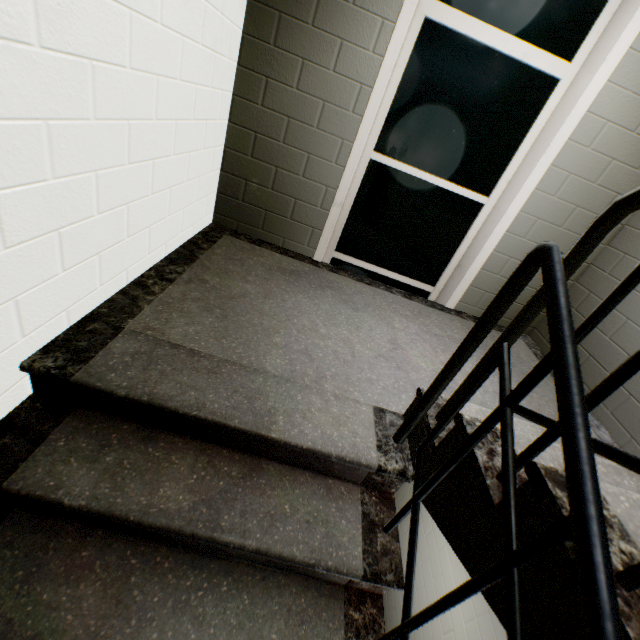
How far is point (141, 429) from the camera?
1.24m

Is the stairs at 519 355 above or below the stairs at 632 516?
below

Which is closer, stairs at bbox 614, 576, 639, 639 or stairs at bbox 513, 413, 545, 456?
stairs at bbox 614, 576, 639, 639

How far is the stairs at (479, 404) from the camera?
1.1 meters

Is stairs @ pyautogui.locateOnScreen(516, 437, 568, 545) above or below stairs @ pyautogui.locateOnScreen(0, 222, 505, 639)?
above

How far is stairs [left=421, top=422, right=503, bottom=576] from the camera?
0.84m

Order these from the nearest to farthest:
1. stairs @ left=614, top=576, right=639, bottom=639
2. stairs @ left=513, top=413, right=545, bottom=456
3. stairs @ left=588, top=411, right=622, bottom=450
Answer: stairs @ left=614, top=576, right=639, bottom=639 → stairs @ left=513, top=413, right=545, bottom=456 → stairs @ left=588, top=411, right=622, bottom=450
